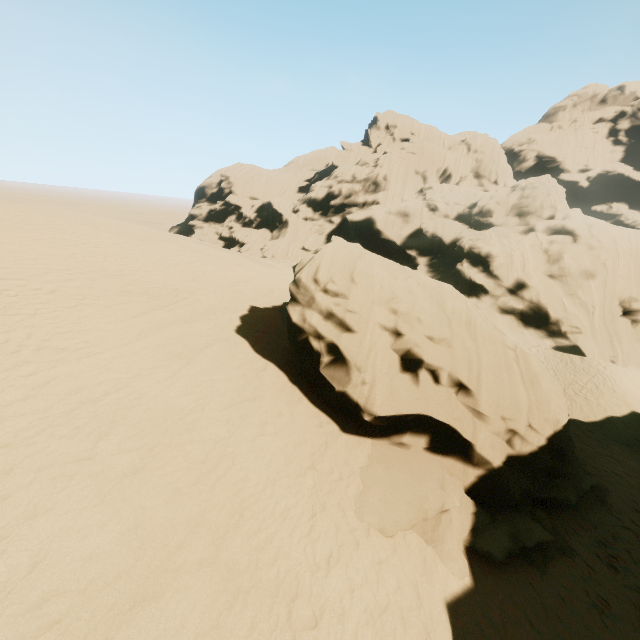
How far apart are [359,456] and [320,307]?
4.24m
